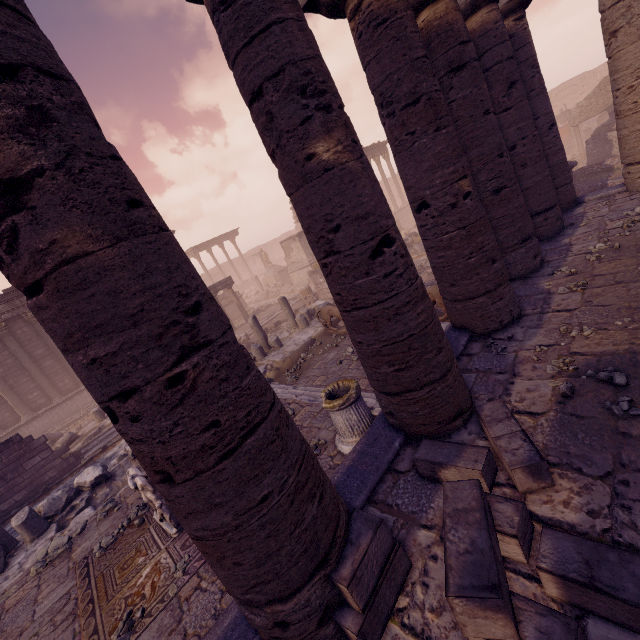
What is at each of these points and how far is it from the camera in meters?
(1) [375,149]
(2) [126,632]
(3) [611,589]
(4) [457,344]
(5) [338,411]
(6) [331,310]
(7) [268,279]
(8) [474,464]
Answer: (1) entablature, 30.9
(2) stone, 3.9
(3) stone blocks, 1.8
(4) building base, 5.2
(5) column base, 4.8
(6) sculpture, 10.9
(7) building debris, 33.3
(8) stone blocks, 2.9

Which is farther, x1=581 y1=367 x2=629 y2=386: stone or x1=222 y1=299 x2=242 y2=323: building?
x1=222 y1=299 x2=242 y2=323: building

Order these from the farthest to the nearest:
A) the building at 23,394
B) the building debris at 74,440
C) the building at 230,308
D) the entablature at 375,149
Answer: the entablature at 375,149 < the building at 230,308 < the building at 23,394 < the building debris at 74,440

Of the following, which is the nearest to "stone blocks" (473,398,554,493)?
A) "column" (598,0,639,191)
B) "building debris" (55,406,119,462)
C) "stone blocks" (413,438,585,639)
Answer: "stone blocks" (413,438,585,639)

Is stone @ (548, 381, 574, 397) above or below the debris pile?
above

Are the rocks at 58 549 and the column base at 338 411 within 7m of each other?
yes

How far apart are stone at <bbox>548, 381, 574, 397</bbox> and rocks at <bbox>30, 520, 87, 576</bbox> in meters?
8.8 m

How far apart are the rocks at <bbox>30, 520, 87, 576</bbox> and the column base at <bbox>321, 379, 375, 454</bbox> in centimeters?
571cm
